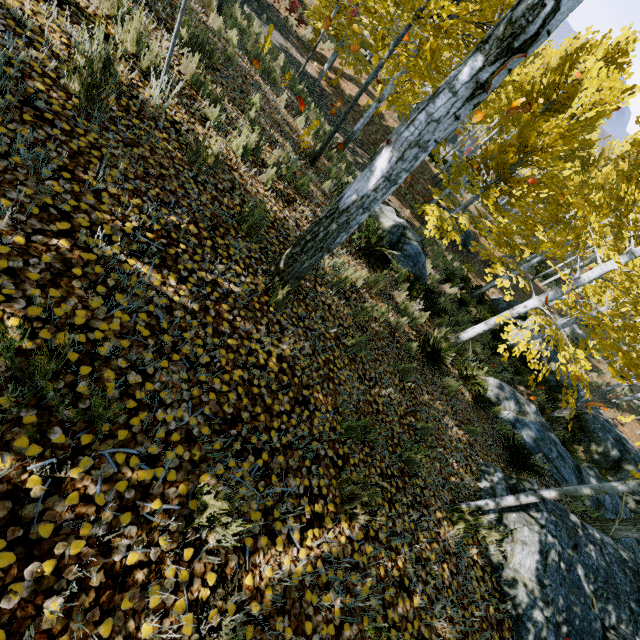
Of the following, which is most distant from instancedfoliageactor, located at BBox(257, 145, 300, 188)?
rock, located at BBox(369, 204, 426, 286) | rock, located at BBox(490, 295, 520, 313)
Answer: rock, located at BBox(490, 295, 520, 313)

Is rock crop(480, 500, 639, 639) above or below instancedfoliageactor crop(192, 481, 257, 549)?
below

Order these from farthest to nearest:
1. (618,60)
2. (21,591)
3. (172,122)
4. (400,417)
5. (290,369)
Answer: (618,60) < (400,417) < (172,122) < (290,369) < (21,591)

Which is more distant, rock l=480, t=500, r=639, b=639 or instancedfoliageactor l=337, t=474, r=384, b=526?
rock l=480, t=500, r=639, b=639

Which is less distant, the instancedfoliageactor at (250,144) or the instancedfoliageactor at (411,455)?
the instancedfoliageactor at (411,455)

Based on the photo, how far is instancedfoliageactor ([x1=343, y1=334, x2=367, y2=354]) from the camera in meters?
3.9 m

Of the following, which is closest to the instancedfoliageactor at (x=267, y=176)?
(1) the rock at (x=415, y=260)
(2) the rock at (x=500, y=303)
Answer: (1) the rock at (x=415, y=260)

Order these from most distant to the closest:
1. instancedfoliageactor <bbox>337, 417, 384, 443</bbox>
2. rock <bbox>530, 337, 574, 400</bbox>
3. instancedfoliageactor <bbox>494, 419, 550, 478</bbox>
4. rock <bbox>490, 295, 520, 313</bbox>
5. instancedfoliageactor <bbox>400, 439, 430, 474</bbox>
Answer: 1. rock <bbox>490, 295, 520, 313</bbox>
2. rock <bbox>530, 337, 574, 400</bbox>
3. instancedfoliageactor <bbox>494, 419, 550, 478</bbox>
4. instancedfoliageactor <bbox>400, 439, 430, 474</bbox>
5. instancedfoliageactor <bbox>337, 417, 384, 443</bbox>
